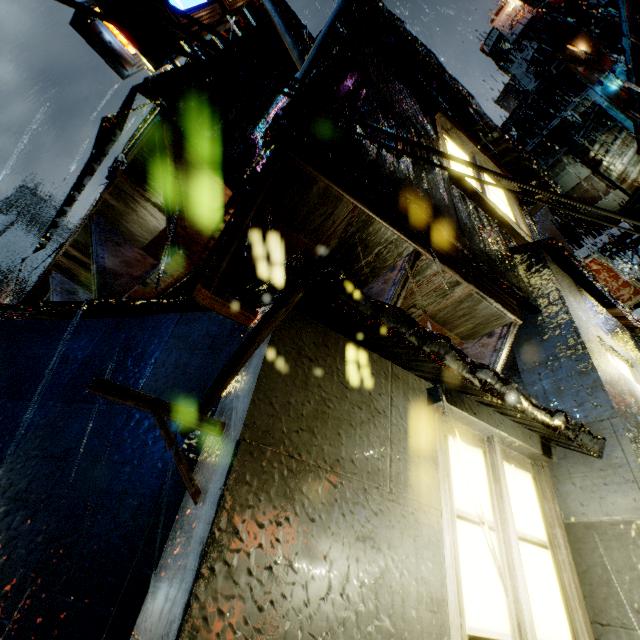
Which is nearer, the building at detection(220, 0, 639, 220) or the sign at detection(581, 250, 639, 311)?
the building at detection(220, 0, 639, 220)

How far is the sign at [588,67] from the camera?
10.9 meters

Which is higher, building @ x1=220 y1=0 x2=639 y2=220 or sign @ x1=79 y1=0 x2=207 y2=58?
building @ x1=220 y1=0 x2=639 y2=220

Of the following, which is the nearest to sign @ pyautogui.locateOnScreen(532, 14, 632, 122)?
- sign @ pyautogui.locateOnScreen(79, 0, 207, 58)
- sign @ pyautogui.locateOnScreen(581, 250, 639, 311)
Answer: sign @ pyautogui.locateOnScreen(581, 250, 639, 311)

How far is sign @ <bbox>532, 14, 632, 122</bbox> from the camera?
10.92m

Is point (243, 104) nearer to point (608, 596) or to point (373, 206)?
point (373, 206)

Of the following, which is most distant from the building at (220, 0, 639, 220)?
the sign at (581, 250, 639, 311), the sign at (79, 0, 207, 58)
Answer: the sign at (581, 250, 639, 311)

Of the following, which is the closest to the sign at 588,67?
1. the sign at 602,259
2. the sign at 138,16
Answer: the sign at 602,259
